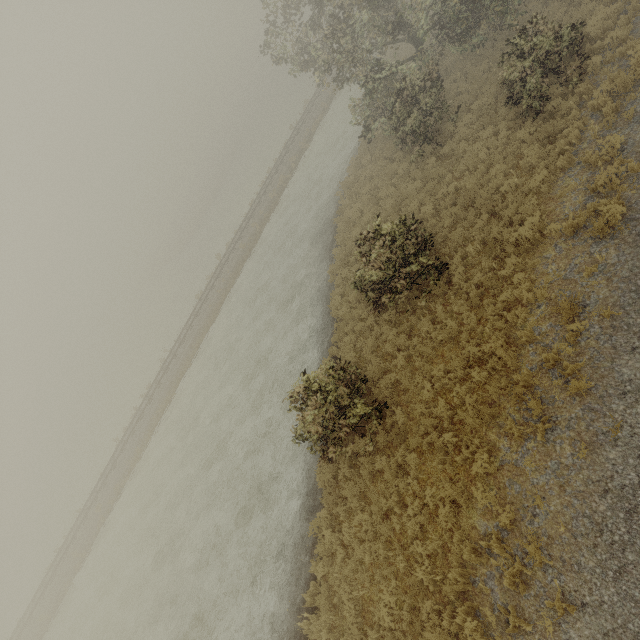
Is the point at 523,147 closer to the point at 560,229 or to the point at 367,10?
the point at 560,229
